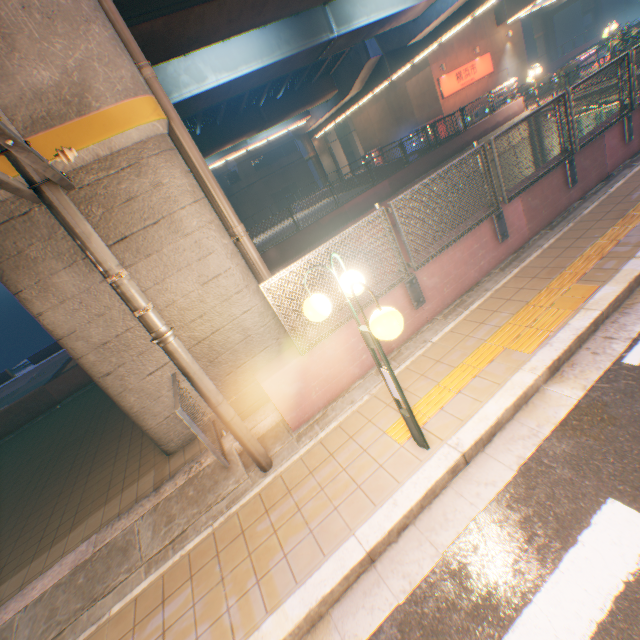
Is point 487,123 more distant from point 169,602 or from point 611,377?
point 169,602

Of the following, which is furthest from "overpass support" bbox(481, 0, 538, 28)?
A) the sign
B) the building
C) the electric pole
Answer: the building

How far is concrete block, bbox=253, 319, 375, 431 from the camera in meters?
4.7

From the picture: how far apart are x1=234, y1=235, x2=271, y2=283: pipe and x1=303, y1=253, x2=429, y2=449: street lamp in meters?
3.2 m

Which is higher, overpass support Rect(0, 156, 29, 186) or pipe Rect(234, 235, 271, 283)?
overpass support Rect(0, 156, 29, 186)

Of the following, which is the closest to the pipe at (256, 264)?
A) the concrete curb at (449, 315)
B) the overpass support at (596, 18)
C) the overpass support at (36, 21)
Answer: the overpass support at (36, 21)

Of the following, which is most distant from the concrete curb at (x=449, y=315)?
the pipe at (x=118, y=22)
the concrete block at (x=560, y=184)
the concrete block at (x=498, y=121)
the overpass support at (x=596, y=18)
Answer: the overpass support at (x=596, y=18)

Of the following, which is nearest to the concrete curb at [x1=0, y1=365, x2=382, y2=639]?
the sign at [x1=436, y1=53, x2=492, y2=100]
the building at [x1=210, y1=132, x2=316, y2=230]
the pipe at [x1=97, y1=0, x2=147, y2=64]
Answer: the pipe at [x1=97, y1=0, x2=147, y2=64]
